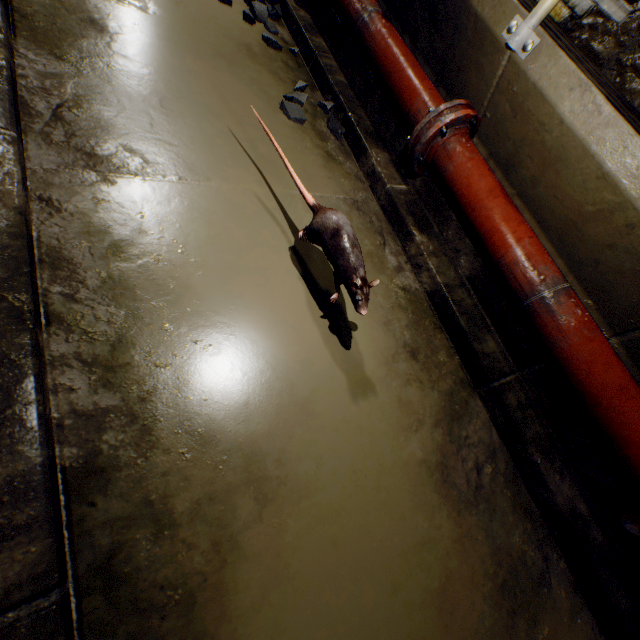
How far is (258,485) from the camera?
0.98m

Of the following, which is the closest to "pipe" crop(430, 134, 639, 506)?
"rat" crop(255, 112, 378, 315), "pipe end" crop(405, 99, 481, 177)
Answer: "pipe end" crop(405, 99, 481, 177)

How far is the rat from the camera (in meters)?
1.20

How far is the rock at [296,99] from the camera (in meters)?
1.94

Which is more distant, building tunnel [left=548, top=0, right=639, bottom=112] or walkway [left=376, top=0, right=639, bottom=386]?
building tunnel [left=548, top=0, right=639, bottom=112]

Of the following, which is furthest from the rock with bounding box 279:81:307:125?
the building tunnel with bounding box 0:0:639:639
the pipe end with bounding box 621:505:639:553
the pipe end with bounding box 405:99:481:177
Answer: the pipe end with bounding box 621:505:639:553

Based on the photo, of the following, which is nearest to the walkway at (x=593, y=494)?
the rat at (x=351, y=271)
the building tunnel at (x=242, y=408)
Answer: the building tunnel at (x=242, y=408)

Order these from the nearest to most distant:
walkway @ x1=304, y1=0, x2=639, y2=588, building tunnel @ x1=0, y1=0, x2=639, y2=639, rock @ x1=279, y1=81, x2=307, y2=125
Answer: building tunnel @ x1=0, y1=0, x2=639, y2=639 → walkway @ x1=304, y1=0, x2=639, y2=588 → rock @ x1=279, y1=81, x2=307, y2=125
